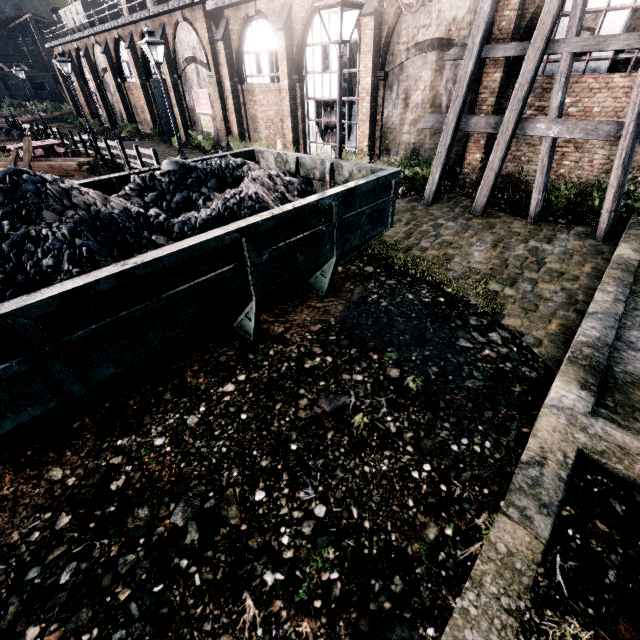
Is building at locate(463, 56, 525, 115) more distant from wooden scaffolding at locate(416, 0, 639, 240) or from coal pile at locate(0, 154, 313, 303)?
coal pile at locate(0, 154, 313, 303)

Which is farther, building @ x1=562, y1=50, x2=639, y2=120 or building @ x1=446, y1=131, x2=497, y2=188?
building @ x1=446, y1=131, x2=497, y2=188

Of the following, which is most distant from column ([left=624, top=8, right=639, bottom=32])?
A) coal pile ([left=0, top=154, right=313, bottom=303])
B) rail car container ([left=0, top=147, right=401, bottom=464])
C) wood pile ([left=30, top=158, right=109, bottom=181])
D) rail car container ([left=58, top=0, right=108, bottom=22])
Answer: rail car container ([left=58, top=0, right=108, bottom=22])

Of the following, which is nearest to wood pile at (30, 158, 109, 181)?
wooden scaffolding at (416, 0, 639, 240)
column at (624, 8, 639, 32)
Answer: wooden scaffolding at (416, 0, 639, 240)

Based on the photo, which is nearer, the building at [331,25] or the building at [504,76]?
the building at [504,76]

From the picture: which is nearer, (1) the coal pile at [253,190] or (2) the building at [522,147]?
(1) the coal pile at [253,190]

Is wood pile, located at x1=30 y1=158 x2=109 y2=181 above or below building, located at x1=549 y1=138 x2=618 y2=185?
below

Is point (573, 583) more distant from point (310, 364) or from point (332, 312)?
point (332, 312)
